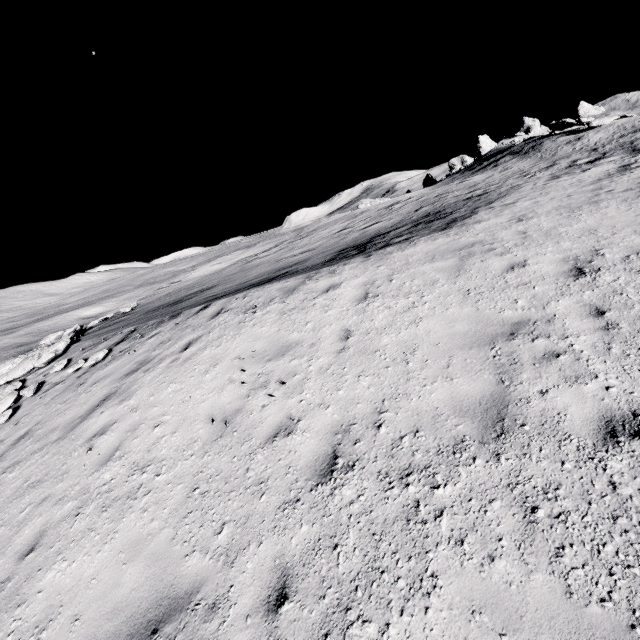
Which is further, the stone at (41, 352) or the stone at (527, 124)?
the stone at (527, 124)

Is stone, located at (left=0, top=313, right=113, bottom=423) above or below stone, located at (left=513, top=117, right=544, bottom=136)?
below

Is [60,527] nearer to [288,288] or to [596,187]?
[288,288]

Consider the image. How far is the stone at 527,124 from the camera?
47.59m

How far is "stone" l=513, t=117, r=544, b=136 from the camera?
47.6 meters

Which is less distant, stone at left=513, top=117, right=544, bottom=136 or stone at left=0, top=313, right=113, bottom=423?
stone at left=0, top=313, right=113, bottom=423
